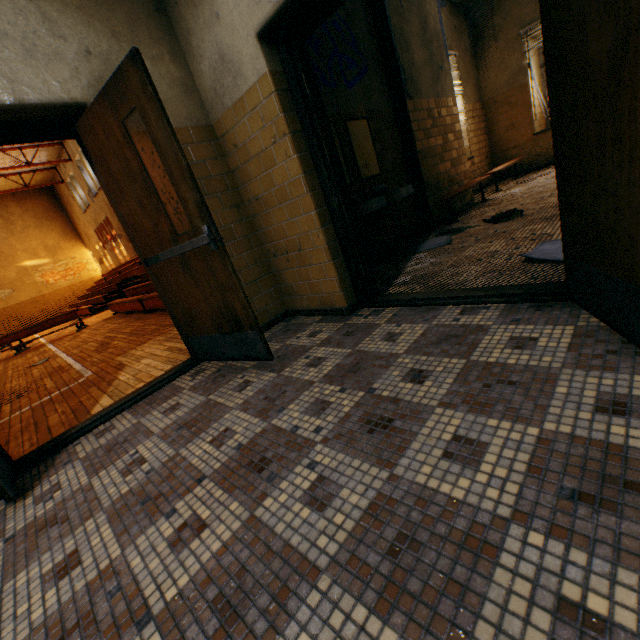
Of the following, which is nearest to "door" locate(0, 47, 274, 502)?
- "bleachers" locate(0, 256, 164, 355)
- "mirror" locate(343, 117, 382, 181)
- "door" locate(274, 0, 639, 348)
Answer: "door" locate(274, 0, 639, 348)

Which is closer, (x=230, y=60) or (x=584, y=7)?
(x=584, y=7)

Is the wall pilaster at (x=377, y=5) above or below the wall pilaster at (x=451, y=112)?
above

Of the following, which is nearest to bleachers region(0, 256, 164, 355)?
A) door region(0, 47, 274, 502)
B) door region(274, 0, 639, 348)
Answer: door region(0, 47, 274, 502)

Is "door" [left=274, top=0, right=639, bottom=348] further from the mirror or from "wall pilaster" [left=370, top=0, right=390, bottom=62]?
"wall pilaster" [left=370, top=0, right=390, bottom=62]

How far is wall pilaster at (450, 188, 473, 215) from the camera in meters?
6.1 m

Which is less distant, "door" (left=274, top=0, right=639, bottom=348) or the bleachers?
"door" (left=274, top=0, right=639, bottom=348)

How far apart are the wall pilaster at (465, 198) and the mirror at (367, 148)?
0.9 meters
